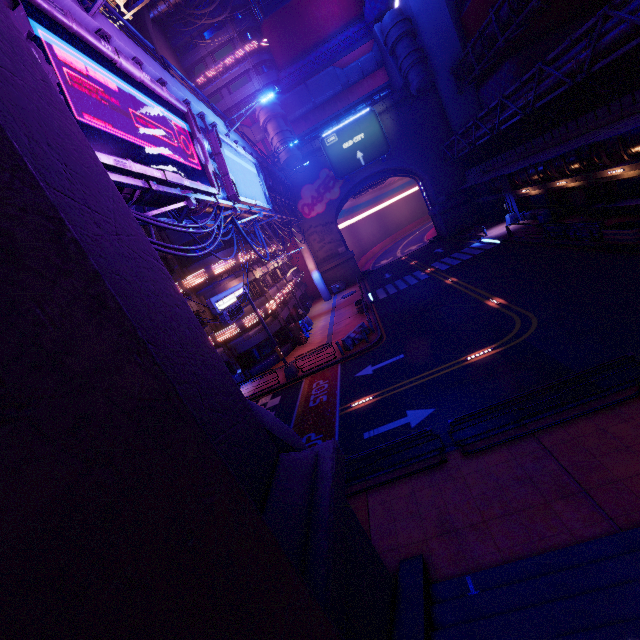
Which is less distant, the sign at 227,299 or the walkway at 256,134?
the sign at 227,299

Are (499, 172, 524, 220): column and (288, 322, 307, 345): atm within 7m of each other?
no

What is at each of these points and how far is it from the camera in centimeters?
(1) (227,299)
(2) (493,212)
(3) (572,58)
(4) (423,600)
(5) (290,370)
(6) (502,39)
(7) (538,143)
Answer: (1) sign, 1764cm
(2) vent, 3772cm
(3) pipe, 1822cm
(4) beam, 572cm
(5) sign, 2181cm
(6) pipe, 2620cm
(7) fence, 2477cm

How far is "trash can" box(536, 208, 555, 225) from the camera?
26.4m

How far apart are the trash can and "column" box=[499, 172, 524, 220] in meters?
4.3

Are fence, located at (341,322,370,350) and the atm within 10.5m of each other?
yes

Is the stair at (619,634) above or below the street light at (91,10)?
below

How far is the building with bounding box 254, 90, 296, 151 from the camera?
37.5m
